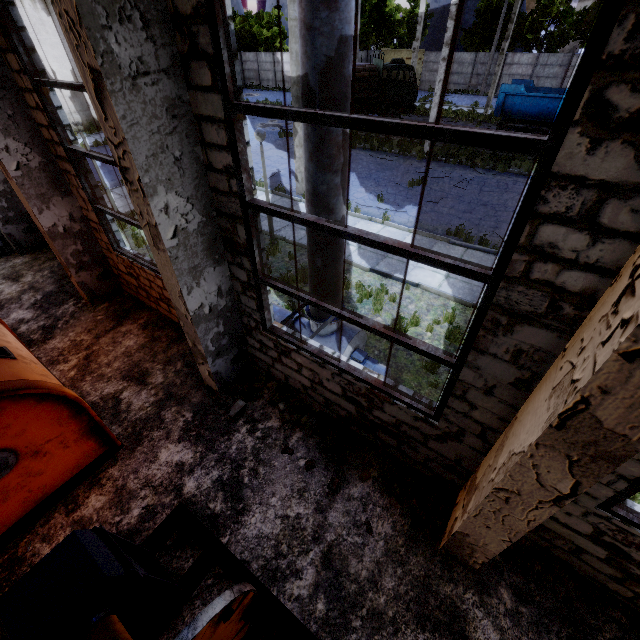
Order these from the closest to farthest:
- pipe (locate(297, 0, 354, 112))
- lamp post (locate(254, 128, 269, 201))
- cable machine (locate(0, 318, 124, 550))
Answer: pipe (locate(297, 0, 354, 112)) < cable machine (locate(0, 318, 124, 550)) < lamp post (locate(254, 128, 269, 201))

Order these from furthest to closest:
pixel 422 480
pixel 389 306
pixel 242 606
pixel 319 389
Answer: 1. pixel 389 306
2. pixel 319 389
3. pixel 422 480
4. pixel 242 606

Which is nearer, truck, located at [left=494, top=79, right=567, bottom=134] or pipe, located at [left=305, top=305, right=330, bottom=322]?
pipe, located at [left=305, top=305, right=330, bottom=322]

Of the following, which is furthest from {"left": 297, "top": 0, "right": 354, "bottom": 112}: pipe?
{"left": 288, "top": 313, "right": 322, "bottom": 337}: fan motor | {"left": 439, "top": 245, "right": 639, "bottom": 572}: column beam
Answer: {"left": 439, "top": 245, "right": 639, "bottom": 572}: column beam

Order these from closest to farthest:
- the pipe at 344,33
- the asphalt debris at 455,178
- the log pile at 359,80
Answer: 1. the pipe at 344,33
2. the asphalt debris at 455,178
3. the log pile at 359,80

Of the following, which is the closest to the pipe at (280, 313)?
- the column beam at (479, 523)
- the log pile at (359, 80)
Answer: the column beam at (479, 523)

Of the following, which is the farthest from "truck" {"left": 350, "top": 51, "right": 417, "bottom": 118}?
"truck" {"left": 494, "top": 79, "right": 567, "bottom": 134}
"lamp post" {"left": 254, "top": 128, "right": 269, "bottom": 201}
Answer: "lamp post" {"left": 254, "top": 128, "right": 269, "bottom": 201}

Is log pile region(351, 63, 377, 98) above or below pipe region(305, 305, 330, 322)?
above
